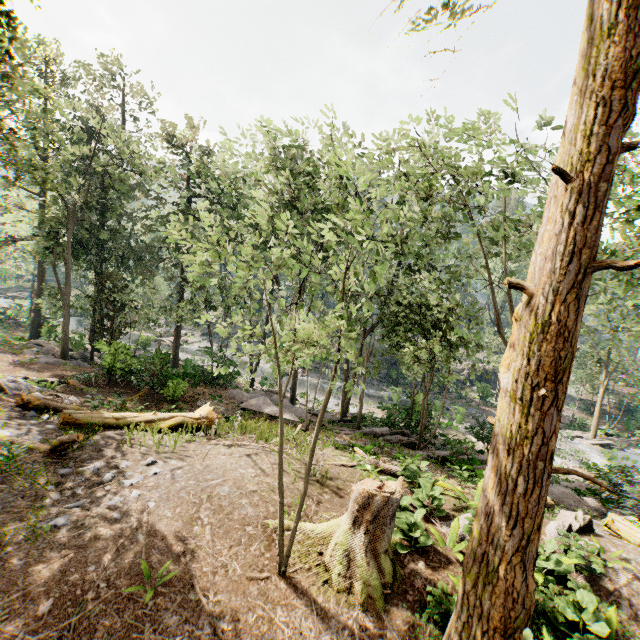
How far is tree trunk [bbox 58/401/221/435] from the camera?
10.4m

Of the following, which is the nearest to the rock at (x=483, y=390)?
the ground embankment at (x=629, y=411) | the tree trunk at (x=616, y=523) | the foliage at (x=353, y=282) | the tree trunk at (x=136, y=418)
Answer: the foliage at (x=353, y=282)

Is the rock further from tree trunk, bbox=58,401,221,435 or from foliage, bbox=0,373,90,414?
tree trunk, bbox=58,401,221,435

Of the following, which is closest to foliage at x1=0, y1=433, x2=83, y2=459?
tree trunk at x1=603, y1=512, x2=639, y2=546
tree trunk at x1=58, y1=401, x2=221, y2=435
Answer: tree trunk at x1=603, y1=512, x2=639, y2=546

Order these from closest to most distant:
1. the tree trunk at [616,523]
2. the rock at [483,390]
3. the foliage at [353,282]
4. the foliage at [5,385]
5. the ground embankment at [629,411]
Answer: the foliage at [353,282] → the tree trunk at [616,523] → the foliage at [5,385] → the ground embankment at [629,411] → the rock at [483,390]

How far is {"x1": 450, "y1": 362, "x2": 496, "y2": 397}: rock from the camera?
38.31m

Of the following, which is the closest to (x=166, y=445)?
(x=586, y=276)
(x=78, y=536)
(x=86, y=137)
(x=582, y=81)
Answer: (x=78, y=536)

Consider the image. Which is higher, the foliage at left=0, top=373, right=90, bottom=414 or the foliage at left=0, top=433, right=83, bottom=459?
the foliage at left=0, top=433, right=83, bottom=459
